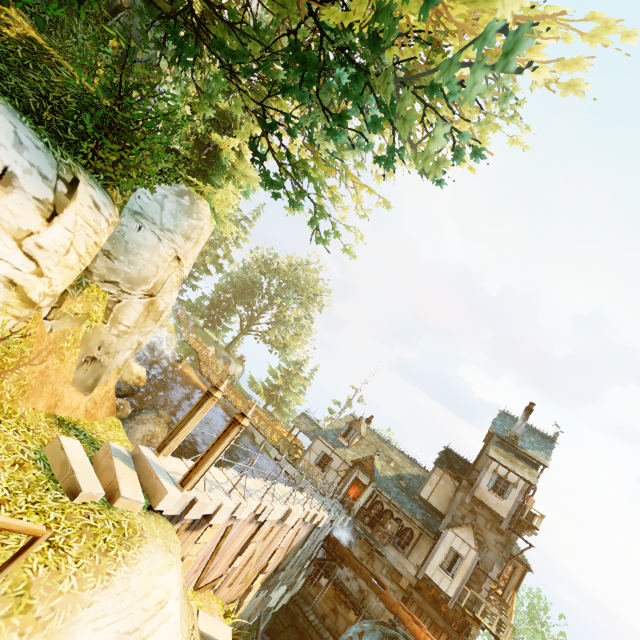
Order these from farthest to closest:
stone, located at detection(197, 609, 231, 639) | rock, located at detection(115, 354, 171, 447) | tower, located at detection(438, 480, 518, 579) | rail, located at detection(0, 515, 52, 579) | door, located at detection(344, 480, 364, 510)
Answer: door, located at detection(344, 480, 364, 510)
tower, located at detection(438, 480, 518, 579)
rock, located at detection(115, 354, 171, 447)
stone, located at detection(197, 609, 231, 639)
rail, located at detection(0, 515, 52, 579)

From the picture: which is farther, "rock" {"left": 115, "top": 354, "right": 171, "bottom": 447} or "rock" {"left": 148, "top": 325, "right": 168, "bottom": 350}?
"rock" {"left": 148, "top": 325, "right": 168, "bottom": 350}

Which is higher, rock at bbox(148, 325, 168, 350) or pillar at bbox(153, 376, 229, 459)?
pillar at bbox(153, 376, 229, 459)

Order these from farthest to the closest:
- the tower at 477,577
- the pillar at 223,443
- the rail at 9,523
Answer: the tower at 477,577, the pillar at 223,443, the rail at 9,523

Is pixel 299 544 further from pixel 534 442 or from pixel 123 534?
pixel 534 442

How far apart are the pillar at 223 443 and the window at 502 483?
19.6 meters

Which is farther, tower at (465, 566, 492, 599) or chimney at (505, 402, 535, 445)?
chimney at (505, 402, 535, 445)

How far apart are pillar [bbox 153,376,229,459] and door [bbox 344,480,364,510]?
19.2m
